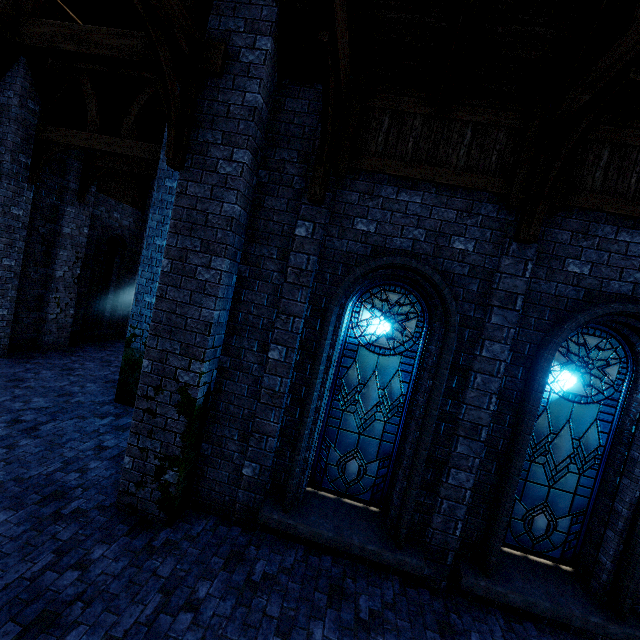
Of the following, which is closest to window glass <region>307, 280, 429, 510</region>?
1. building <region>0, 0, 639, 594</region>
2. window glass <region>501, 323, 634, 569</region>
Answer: building <region>0, 0, 639, 594</region>

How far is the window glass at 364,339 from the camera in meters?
5.2

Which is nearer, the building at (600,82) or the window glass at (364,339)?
the building at (600,82)

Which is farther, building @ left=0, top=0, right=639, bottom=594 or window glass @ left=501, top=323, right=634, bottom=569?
window glass @ left=501, top=323, right=634, bottom=569

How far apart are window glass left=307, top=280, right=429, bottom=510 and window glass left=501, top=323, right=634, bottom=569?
1.5m

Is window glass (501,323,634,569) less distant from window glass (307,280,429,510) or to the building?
the building

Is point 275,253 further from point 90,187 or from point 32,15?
point 90,187
